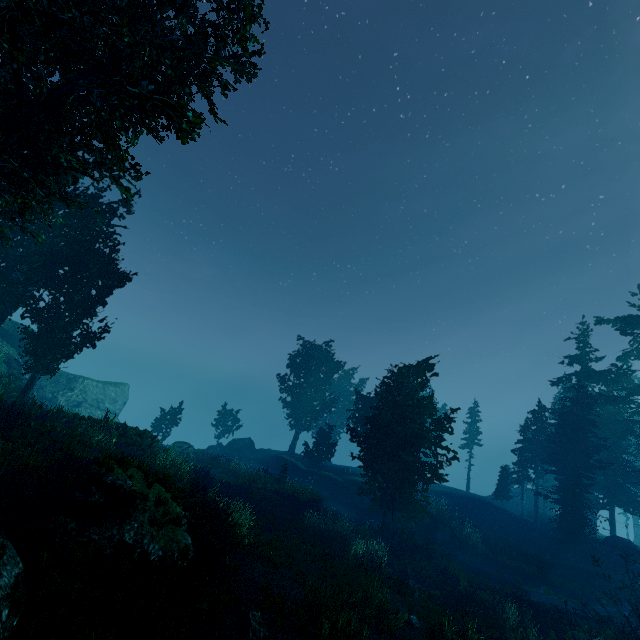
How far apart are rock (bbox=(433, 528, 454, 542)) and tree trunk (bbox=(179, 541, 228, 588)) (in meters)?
23.13

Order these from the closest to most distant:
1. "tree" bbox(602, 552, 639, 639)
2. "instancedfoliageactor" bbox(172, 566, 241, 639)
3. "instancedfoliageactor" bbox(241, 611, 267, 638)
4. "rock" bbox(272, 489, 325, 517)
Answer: "instancedfoliageactor" bbox(172, 566, 241, 639) → "instancedfoliageactor" bbox(241, 611, 267, 638) → "tree" bbox(602, 552, 639, 639) → "rock" bbox(272, 489, 325, 517)

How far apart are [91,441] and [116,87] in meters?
15.6

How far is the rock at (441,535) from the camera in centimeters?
2605cm

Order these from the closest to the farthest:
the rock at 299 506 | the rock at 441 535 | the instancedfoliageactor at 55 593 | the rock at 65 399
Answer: the instancedfoliageactor at 55 593, the rock at 299 506, the rock at 441 535, the rock at 65 399

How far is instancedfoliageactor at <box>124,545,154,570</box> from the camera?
8.82m

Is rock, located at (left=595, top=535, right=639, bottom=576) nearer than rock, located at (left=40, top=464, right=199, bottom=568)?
No

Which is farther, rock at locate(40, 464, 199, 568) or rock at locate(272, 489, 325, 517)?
rock at locate(272, 489, 325, 517)
